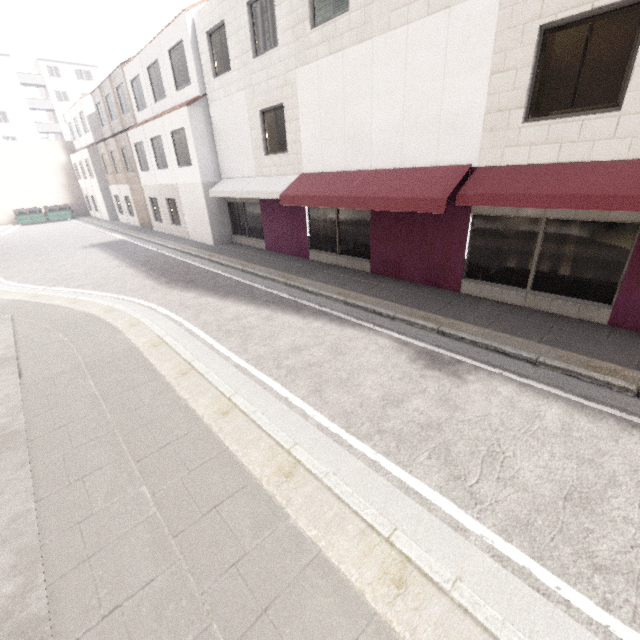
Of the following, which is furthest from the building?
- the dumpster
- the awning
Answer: the awning

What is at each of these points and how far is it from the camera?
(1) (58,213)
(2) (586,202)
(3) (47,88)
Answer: (1) dumpster, 31.7m
(2) awning, 5.4m
(3) building, 46.9m

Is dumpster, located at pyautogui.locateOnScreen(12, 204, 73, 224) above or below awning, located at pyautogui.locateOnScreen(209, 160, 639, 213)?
below

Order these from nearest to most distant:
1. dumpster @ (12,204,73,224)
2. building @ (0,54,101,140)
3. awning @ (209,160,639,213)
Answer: awning @ (209,160,639,213) < dumpster @ (12,204,73,224) < building @ (0,54,101,140)

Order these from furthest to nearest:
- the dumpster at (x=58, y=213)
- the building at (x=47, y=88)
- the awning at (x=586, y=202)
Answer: the building at (x=47, y=88), the dumpster at (x=58, y=213), the awning at (x=586, y=202)

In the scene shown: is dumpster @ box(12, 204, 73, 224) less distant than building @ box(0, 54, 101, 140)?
Yes

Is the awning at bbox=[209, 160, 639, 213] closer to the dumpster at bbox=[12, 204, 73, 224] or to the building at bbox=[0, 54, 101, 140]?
the dumpster at bbox=[12, 204, 73, 224]

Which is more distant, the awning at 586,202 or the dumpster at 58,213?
the dumpster at 58,213
